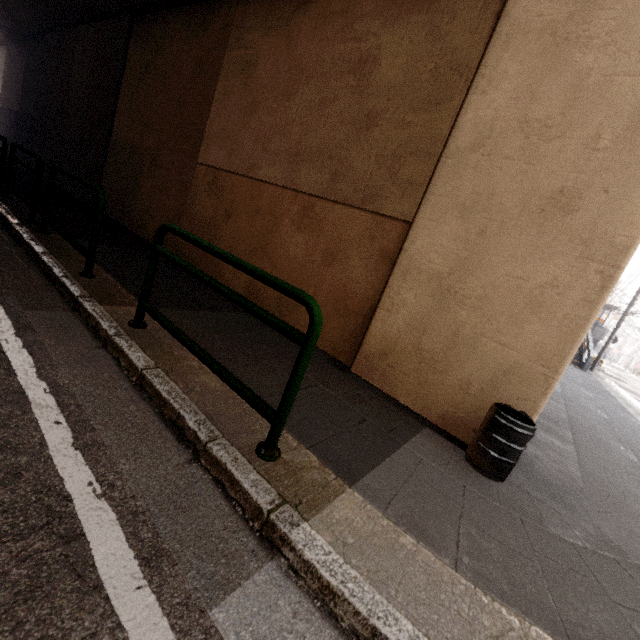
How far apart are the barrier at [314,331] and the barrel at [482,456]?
1.87m

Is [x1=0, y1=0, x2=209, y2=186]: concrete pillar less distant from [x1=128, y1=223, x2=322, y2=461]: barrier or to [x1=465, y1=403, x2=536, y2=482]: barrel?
[x1=465, y1=403, x2=536, y2=482]: barrel

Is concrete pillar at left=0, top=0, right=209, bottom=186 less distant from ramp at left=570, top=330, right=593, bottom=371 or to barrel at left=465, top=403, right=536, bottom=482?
barrel at left=465, top=403, right=536, bottom=482

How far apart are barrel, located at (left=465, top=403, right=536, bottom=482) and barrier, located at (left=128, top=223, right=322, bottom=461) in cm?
187

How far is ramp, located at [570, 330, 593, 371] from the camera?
17.9m

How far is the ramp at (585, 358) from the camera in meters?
17.9 m

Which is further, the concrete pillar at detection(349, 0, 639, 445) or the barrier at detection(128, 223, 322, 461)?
the concrete pillar at detection(349, 0, 639, 445)

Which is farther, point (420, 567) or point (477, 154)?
point (477, 154)
